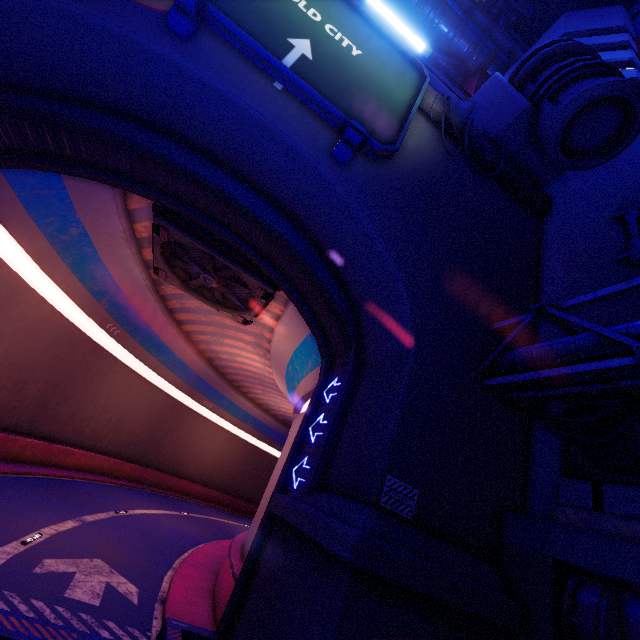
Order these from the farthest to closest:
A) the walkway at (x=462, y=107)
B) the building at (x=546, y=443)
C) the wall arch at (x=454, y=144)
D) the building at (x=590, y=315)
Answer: the walkway at (x=462, y=107) → the wall arch at (x=454, y=144) → the building at (x=590, y=315) → the building at (x=546, y=443)

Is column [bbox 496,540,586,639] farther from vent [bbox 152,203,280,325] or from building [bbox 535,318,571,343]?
vent [bbox 152,203,280,325]

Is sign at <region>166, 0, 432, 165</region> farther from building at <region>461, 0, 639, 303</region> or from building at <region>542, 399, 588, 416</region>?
building at <region>542, 399, 588, 416</region>

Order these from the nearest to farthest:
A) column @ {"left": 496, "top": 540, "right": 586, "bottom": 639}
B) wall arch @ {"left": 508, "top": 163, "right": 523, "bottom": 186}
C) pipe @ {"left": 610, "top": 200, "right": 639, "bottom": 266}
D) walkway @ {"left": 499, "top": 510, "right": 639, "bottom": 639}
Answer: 1. walkway @ {"left": 499, "top": 510, "right": 639, "bottom": 639}
2. column @ {"left": 496, "top": 540, "right": 586, "bottom": 639}
3. pipe @ {"left": 610, "top": 200, "right": 639, "bottom": 266}
4. wall arch @ {"left": 508, "top": 163, "right": 523, "bottom": 186}

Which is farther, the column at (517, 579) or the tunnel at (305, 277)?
the tunnel at (305, 277)

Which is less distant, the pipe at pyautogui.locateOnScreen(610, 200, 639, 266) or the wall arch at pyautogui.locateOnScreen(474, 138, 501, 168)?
the pipe at pyautogui.locateOnScreen(610, 200, 639, 266)

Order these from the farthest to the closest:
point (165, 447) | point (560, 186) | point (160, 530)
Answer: point (165, 447) < point (160, 530) < point (560, 186)

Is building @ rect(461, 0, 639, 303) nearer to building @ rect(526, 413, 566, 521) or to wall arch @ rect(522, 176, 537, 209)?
wall arch @ rect(522, 176, 537, 209)
